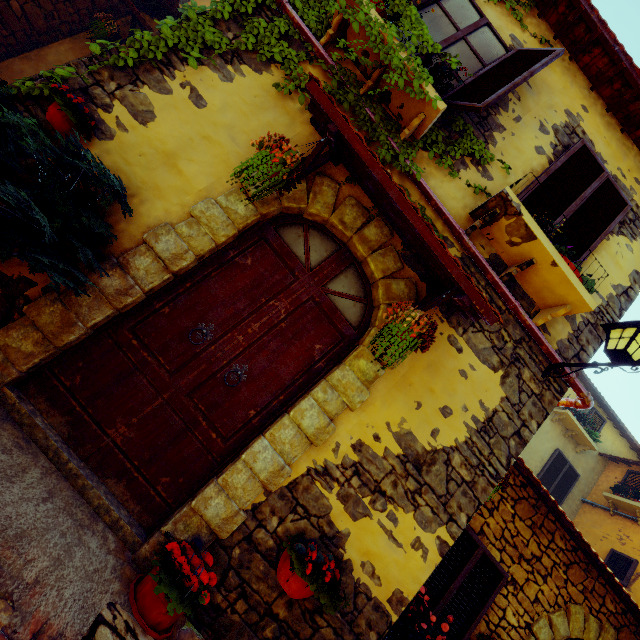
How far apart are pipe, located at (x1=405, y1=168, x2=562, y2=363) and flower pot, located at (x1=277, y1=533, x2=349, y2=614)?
3.02m

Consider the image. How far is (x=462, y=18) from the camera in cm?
402

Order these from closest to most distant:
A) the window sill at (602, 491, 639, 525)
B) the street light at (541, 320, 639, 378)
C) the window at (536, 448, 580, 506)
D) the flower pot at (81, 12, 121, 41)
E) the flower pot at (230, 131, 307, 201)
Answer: the flower pot at (230, 131, 307, 201), the street light at (541, 320, 639, 378), the flower pot at (81, 12, 121, 41), the window sill at (602, 491, 639, 525), the window at (536, 448, 580, 506)

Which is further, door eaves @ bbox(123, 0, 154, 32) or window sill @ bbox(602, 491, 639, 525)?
window sill @ bbox(602, 491, 639, 525)

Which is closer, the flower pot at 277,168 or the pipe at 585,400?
the flower pot at 277,168

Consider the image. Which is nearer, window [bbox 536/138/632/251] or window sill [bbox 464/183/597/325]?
window sill [bbox 464/183/597/325]

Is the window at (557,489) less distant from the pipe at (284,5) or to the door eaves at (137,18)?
the pipe at (284,5)

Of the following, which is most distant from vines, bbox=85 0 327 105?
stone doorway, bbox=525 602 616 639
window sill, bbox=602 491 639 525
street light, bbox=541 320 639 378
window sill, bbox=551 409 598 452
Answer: window sill, bbox=602 491 639 525
